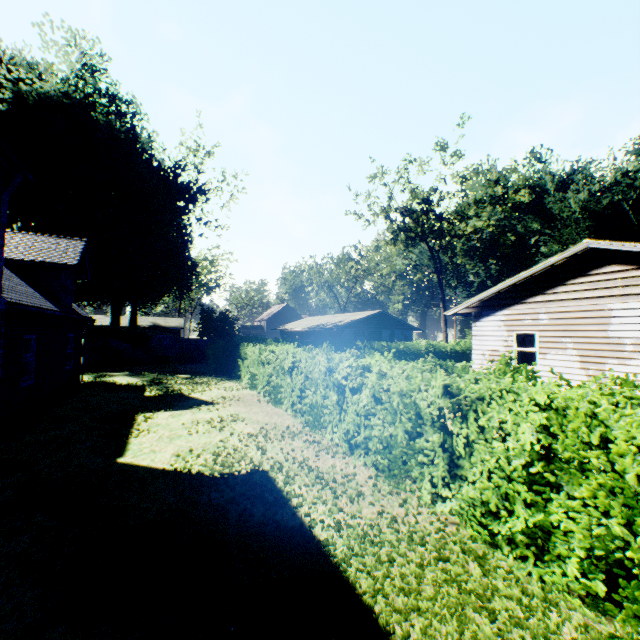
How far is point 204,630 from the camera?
3.1 meters

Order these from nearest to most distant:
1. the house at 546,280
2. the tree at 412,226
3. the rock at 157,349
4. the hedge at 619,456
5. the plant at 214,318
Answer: the hedge at 619,456, the house at 546,280, the rock at 157,349, the plant at 214,318, the tree at 412,226

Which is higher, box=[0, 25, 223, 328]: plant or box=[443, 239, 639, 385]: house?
box=[0, 25, 223, 328]: plant

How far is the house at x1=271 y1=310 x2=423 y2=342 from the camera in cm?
3556

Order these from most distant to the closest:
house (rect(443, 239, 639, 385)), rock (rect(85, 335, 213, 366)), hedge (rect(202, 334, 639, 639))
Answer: rock (rect(85, 335, 213, 366)), house (rect(443, 239, 639, 385)), hedge (rect(202, 334, 639, 639))

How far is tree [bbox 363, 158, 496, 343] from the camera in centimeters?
3531cm

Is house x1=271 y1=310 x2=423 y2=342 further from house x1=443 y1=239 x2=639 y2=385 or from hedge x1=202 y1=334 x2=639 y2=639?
house x1=443 y1=239 x2=639 y2=385

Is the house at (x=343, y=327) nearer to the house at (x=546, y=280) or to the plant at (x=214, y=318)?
the plant at (x=214, y=318)
